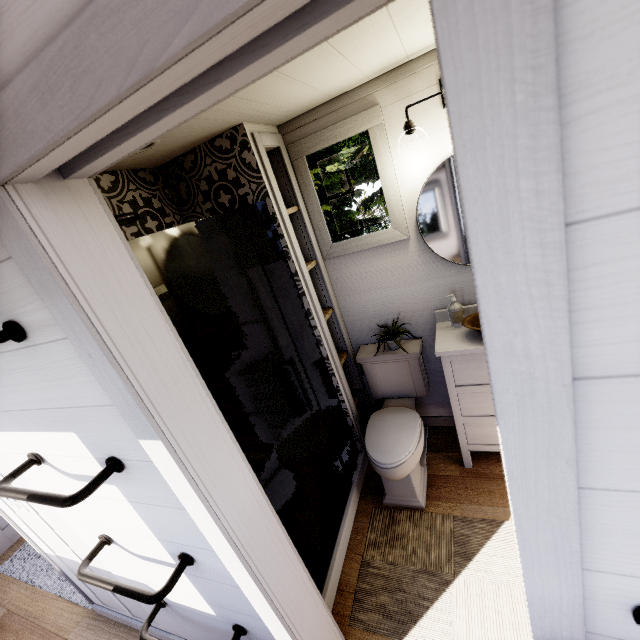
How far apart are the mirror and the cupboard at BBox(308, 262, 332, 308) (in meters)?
0.82

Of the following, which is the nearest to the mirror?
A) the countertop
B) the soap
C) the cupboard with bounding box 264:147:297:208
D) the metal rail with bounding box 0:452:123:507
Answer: the soap

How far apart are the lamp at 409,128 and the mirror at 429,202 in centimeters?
24cm

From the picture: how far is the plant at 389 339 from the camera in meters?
2.3 m

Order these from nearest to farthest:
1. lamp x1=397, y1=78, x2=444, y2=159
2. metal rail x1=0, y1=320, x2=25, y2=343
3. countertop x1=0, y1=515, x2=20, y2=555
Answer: metal rail x1=0, y1=320, x2=25, y2=343, lamp x1=397, y1=78, x2=444, y2=159, countertop x1=0, y1=515, x2=20, y2=555

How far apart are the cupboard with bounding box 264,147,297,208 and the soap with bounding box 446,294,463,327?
0.9 meters

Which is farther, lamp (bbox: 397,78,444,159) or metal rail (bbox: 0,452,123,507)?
lamp (bbox: 397,78,444,159)

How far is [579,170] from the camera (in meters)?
0.35
